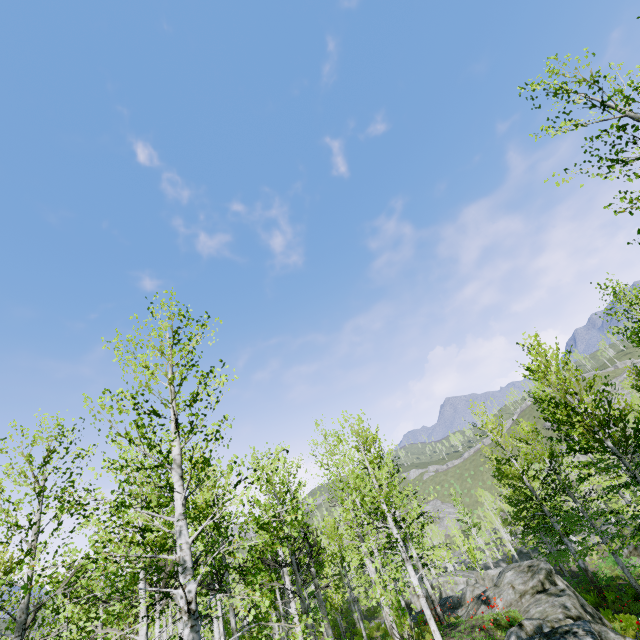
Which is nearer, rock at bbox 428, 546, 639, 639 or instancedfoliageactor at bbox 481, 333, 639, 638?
rock at bbox 428, 546, 639, 639

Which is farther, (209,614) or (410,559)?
(209,614)

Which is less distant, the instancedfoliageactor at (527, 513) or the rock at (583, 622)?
the rock at (583, 622)
